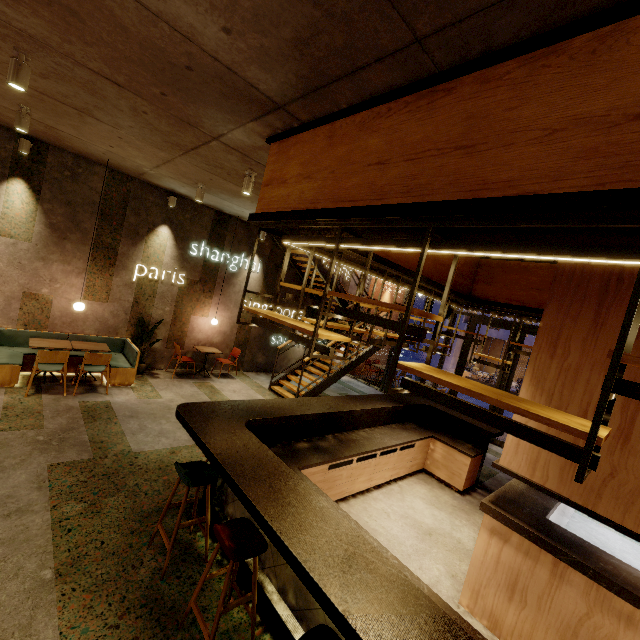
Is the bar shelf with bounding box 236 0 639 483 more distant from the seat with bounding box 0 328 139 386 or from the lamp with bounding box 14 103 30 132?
the seat with bounding box 0 328 139 386

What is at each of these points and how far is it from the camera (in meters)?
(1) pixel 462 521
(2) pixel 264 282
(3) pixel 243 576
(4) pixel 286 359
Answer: (1) building, 5.14
(2) building, 10.33
(3) bar counter, 3.15
(4) building, 11.60

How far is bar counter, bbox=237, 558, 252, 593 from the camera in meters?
3.1 m

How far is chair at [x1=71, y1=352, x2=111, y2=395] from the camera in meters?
6.2 m

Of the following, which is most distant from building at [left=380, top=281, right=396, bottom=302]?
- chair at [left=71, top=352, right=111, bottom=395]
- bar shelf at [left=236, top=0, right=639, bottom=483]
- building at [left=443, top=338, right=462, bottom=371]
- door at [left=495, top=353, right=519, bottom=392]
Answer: building at [left=443, top=338, right=462, bottom=371]

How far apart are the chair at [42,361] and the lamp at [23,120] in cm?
351

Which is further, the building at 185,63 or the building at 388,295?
the building at 388,295

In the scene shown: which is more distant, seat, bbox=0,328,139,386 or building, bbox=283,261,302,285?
building, bbox=283,261,302,285
